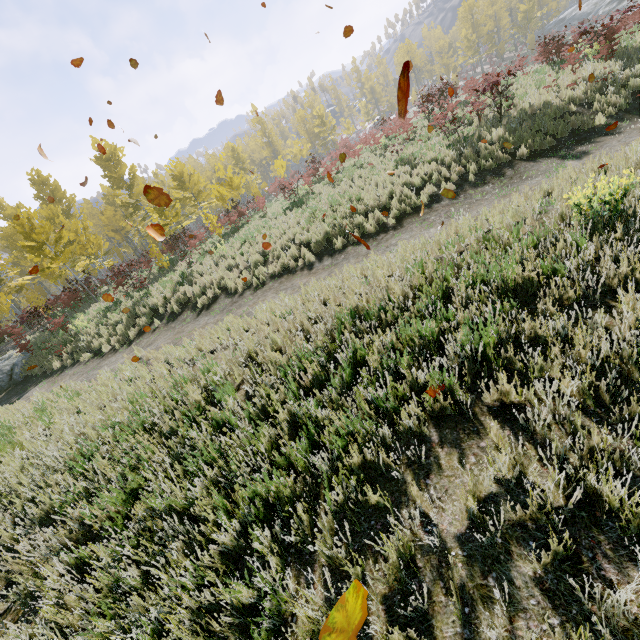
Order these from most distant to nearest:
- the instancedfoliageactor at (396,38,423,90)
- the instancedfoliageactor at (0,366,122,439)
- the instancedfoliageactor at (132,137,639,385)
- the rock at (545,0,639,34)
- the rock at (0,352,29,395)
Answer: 1. the instancedfoliageactor at (396,38,423,90)
2. the rock at (545,0,639,34)
3. the rock at (0,352,29,395)
4. the instancedfoliageactor at (0,366,122,439)
5. the instancedfoliageactor at (132,137,639,385)

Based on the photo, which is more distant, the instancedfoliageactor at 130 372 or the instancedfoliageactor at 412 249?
the instancedfoliageactor at 130 372

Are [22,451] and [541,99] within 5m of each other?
no

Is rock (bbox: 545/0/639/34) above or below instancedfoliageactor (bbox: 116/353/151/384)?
above

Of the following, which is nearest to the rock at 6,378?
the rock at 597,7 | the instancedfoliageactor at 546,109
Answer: the instancedfoliageactor at 546,109

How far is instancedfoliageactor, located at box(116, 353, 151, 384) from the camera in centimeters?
728cm

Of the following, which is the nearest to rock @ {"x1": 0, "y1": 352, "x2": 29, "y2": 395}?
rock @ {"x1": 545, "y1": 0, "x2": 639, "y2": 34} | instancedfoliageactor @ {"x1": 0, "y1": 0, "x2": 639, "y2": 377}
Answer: instancedfoliageactor @ {"x1": 0, "y1": 0, "x2": 639, "y2": 377}
